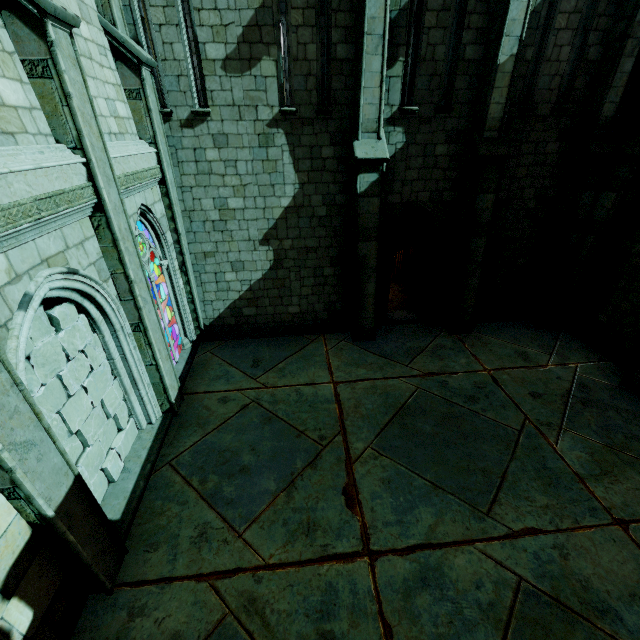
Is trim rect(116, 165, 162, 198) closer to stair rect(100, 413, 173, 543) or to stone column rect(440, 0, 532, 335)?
stair rect(100, 413, 173, 543)

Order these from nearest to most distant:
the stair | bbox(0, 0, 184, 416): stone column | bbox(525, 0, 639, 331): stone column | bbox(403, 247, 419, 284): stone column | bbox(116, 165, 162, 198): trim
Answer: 1. bbox(0, 0, 184, 416): stone column
2. the stair
3. bbox(116, 165, 162, 198): trim
4. bbox(525, 0, 639, 331): stone column
5. bbox(403, 247, 419, 284): stone column

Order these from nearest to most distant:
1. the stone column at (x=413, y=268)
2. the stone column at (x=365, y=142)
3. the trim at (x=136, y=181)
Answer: the trim at (x=136, y=181) < the stone column at (x=365, y=142) < the stone column at (x=413, y=268)

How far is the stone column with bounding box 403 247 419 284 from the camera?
13.23m

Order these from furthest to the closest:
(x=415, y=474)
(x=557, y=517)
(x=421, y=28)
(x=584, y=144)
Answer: (x=584, y=144) < (x=421, y=28) < (x=415, y=474) < (x=557, y=517)

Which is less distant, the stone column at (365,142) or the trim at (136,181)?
the trim at (136,181)

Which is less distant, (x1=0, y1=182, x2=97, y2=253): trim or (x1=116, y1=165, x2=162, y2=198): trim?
(x1=0, y1=182, x2=97, y2=253): trim

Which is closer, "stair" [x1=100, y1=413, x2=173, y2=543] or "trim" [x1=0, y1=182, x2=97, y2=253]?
"trim" [x1=0, y1=182, x2=97, y2=253]
